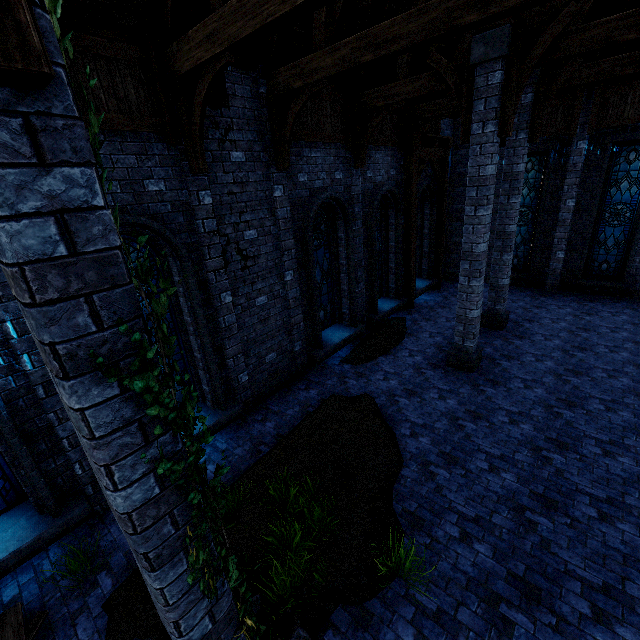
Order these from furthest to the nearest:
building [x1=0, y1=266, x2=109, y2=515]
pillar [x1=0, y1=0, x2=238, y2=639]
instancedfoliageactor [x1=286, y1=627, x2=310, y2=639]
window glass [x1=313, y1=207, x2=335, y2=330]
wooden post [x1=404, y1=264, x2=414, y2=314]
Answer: wooden post [x1=404, y1=264, x2=414, y2=314]
window glass [x1=313, y1=207, x2=335, y2=330]
building [x1=0, y1=266, x2=109, y2=515]
instancedfoliageactor [x1=286, y1=627, x2=310, y2=639]
pillar [x1=0, y1=0, x2=238, y2=639]

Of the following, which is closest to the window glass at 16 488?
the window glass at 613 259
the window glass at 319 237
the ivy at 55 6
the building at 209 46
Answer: the building at 209 46

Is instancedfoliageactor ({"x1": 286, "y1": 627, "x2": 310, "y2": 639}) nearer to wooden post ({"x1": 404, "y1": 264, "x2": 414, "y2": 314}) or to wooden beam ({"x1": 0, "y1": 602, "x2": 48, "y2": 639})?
wooden beam ({"x1": 0, "y1": 602, "x2": 48, "y2": 639})

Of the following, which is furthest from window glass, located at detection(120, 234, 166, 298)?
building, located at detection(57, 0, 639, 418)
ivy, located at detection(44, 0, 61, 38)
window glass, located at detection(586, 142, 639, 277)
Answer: window glass, located at detection(586, 142, 639, 277)

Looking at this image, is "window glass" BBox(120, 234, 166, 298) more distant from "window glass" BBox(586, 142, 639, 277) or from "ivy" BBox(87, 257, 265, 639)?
"window glass" BBox(586, 142, 639, 277)

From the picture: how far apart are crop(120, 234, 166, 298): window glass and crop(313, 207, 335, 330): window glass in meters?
3.5

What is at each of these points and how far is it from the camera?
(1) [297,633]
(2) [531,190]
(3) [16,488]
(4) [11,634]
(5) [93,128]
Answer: (1) instancedfoliageactor, 3.6m
(2) window glass, 13.1m
(3) window glass, 4.9m
(4) wooden beam, 3.9m
(5) ivy, 1.5m

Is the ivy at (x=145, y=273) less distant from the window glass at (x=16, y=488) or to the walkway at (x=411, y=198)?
the window glass at (x=16, y=488)
